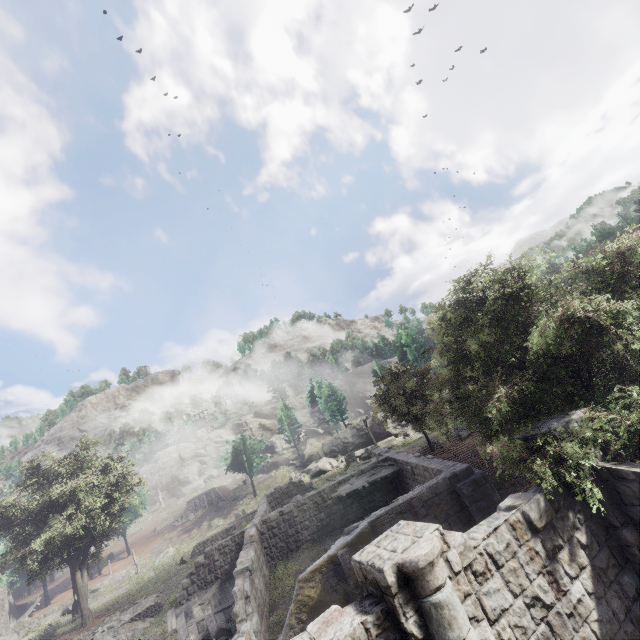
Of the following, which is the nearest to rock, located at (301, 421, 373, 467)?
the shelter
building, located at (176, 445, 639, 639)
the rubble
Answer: building, located at (176, 445, 639, 639)

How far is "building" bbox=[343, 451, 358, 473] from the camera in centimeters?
3714cm

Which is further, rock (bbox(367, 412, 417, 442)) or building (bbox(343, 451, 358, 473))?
rock (bbox(367, 412, 417, 442))

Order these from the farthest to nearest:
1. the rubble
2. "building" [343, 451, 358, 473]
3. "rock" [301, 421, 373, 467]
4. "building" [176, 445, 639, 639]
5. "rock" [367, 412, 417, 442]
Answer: "rock" [301, 421, 373, 467], "rock" [367, 412, 417, 442], "building" [343, 451, 358, 473], the rubble, "building" [176, 445, 639, 639]

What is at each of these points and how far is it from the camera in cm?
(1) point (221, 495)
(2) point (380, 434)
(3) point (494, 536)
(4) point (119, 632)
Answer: (1) shelter, 5069
(2) rock, 4553
(3) building, 587
(4) rubble, 1669

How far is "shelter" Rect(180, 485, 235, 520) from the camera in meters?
50.6 m

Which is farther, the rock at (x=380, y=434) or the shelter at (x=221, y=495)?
the shelter at (x=221, y=495)

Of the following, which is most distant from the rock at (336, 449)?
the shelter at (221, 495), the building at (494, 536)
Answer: the shelter at (221, 495)
